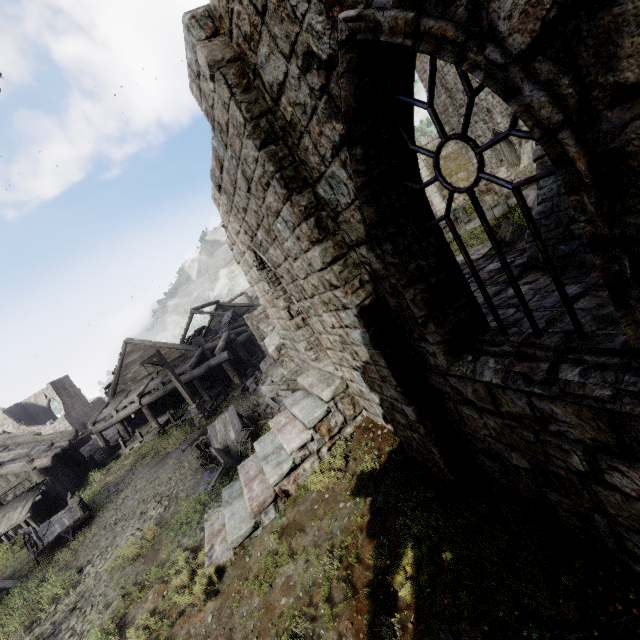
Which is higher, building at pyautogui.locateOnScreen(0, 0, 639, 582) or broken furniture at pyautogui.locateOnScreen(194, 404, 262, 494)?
building at pyautogui.locateOnScreen(0, 0, 639, 582)

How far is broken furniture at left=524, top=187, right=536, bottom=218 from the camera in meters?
11.0 m

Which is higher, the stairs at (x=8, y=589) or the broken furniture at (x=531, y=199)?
the broken furniture at (x=531, y=199)

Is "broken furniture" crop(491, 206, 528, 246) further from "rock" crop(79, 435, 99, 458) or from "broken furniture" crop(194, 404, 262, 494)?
"rock" crop(79, 435, 99, 458)

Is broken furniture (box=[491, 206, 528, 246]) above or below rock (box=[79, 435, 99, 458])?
above

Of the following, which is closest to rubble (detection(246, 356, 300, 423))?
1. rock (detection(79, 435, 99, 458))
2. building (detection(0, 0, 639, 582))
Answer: building (detection(0, 0, 639, 582))

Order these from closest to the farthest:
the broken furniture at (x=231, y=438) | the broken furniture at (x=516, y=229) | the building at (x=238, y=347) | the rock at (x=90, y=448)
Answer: the building at (x=238, y=347) < the broken furniture at (x=516, y=229) < the broken furniture at (x=231, y=438) < the rock at (x=90, y=448)

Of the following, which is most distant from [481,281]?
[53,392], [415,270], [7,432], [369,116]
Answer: [53,392]
